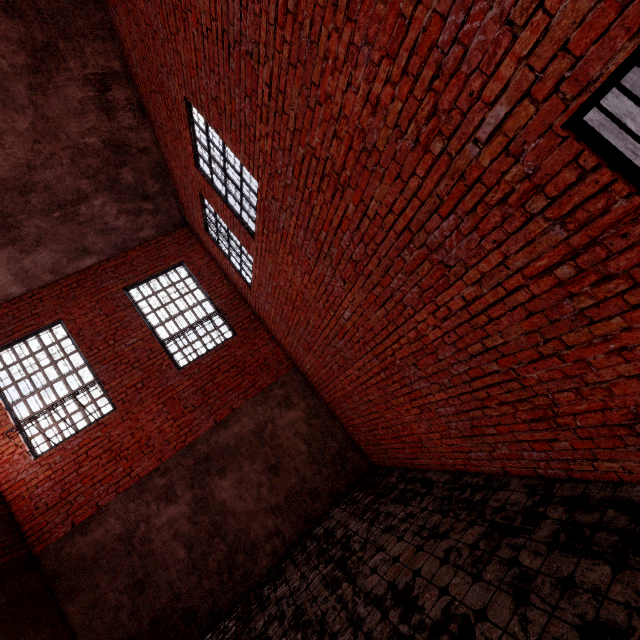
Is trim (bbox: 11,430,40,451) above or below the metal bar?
above

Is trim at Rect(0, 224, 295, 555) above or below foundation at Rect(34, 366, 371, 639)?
above

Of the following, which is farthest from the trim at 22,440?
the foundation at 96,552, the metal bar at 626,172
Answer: the metal bar at 626,172

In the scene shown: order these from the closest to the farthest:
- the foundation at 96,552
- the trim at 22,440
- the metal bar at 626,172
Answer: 1. the metal bar at 626,172
2. the foundation at 96,552
3. the trim at 22,440

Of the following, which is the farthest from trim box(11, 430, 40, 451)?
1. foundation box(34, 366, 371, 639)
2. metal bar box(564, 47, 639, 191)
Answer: metal bar box(564, 47, 639, 191)

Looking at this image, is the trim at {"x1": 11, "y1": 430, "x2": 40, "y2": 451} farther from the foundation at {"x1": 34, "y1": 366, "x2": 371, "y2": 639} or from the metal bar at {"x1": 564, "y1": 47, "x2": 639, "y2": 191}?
the metal bar at {"x1": 564, "y1": 47, "x2": 639, "y2": 191}

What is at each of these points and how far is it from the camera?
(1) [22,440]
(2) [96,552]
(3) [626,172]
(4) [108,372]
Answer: (1) trim, 6.3m
(2) foundation, 5.9m
(3) metal bar, 1.7m
(4) trim, 7.1m
